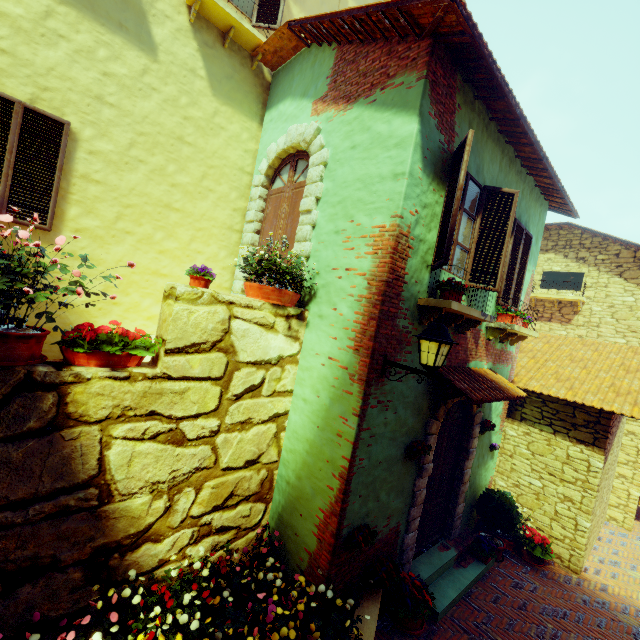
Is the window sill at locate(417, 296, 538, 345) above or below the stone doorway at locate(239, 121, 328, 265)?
below

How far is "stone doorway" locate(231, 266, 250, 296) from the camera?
6.43m

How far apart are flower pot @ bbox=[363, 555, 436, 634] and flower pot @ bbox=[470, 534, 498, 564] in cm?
181

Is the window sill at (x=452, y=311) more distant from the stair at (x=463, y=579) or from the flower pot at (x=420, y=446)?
the stair at (x=463, y=579)

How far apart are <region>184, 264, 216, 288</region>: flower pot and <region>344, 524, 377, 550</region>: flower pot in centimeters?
356cm

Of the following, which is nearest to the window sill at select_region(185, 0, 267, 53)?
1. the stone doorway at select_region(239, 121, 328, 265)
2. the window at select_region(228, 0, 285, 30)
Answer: the window at select_region(228, 0, 285, 30)

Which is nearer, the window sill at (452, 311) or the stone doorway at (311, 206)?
the window sill at (452, 311)

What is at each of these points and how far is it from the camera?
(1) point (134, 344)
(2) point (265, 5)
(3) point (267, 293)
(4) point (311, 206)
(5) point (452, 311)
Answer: (1) flower pot, 3.44m
(2) window, 6.43m
(3) flower pot, 4.35m
(4) stone doorway, 5.02m
(5) window sill, 4.45m
